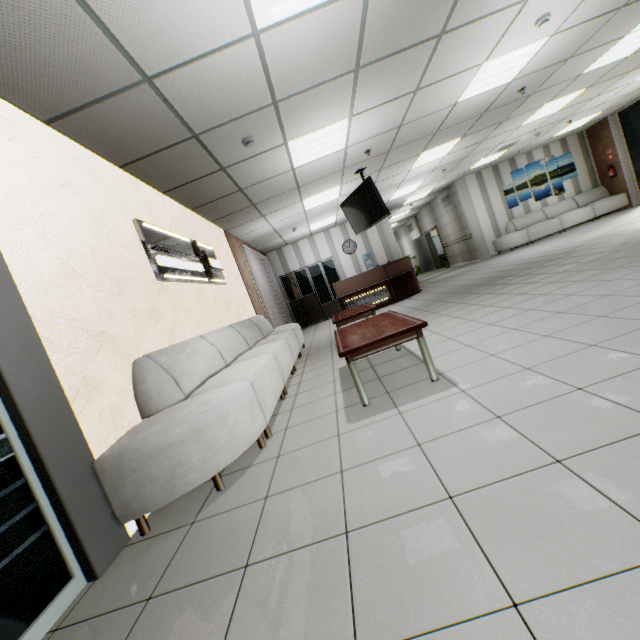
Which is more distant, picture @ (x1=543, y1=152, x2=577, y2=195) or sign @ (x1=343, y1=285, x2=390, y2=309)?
picture @ (x1=543, y1=152, x2=577, y2=195)

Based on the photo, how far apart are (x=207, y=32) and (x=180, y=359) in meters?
2.8

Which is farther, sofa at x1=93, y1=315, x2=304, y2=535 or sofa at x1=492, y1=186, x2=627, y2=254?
sofa at x1=492, y1=186, x2=627, y2=254

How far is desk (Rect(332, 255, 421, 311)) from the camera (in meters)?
9.37

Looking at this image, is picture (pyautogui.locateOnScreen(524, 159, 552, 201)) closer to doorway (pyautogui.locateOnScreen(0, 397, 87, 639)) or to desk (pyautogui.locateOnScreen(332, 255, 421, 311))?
desk (pyautogui.locateOnScreen(332, 255, 421, 311))

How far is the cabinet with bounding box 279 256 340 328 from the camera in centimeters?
1220cm

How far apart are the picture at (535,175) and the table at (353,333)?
11.11m

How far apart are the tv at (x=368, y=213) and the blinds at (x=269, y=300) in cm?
286
